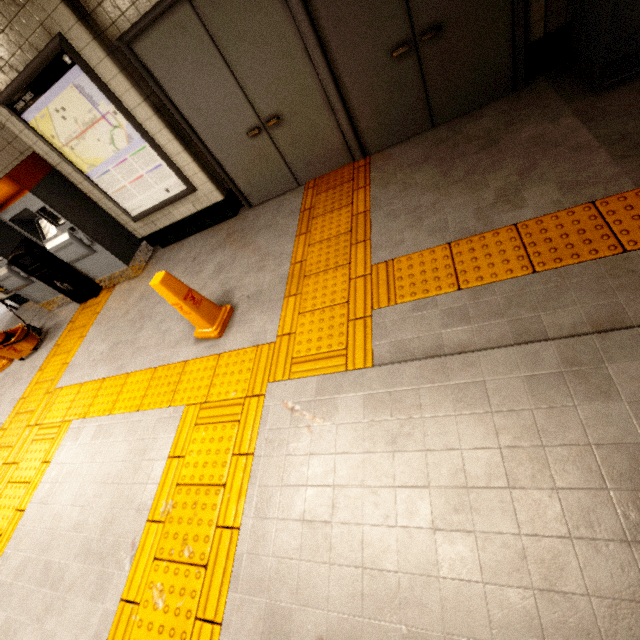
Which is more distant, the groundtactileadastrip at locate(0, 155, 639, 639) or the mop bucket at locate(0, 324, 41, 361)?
the mop bucket at locate(0, 324, 41, 361)

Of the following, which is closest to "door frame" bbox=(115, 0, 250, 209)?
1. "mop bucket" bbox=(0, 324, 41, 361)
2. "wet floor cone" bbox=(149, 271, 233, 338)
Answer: "wet floor cone" bbox=(149, 271, 233, 338)

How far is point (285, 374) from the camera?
2.6m

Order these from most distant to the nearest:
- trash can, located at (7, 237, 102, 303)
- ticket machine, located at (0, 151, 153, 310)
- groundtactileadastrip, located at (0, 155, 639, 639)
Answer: trash can, located at (7, 237, 102, 303) → ticket machine, located at (0, 151, 153, 310) → groundtactileadastrip, located at (0, 155, 639, 639)

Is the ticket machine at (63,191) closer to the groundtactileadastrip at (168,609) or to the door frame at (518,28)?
the groundtactileadastrip at (168,609)

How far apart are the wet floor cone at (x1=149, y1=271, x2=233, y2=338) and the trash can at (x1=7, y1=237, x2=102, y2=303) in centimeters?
324cm

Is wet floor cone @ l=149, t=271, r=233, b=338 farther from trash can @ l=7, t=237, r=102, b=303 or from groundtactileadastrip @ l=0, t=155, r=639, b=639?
trash can @ l=7, t=237, r=102, b=303

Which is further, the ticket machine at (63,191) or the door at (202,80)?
the ticket machine at (63,191)
